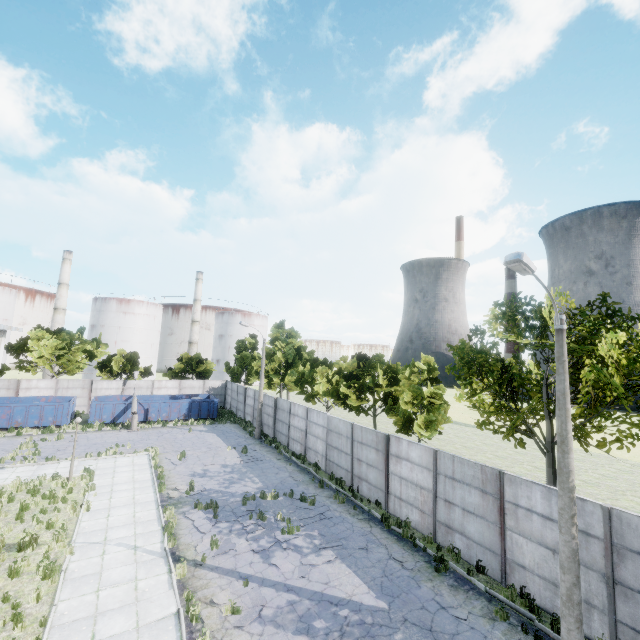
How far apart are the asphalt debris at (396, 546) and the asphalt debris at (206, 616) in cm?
517

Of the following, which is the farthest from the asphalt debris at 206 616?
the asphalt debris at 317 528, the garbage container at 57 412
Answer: the garbage container at 57 412

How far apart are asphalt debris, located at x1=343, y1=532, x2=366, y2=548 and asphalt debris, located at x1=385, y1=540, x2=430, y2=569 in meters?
0.8

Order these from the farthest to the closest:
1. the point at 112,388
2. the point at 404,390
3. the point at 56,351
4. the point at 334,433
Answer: the point at 112,388 → the point at 56,351 → the point at 404,390 → the point at 334,433

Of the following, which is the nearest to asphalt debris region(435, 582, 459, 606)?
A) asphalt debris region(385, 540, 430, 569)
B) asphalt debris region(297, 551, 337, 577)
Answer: asphalt debris region(385, 540, 430, 569)

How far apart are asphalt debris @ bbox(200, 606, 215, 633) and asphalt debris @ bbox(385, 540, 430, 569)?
5.2 meters

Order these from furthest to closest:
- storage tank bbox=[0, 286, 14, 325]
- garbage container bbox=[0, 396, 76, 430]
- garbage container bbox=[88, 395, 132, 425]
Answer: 1. storage tank bbox=[0, 286, 14, 325]
2. garbage container bbox=[88, 395, 132, 425]
3. garbage container bbox=[0, 396, 76, 430]
